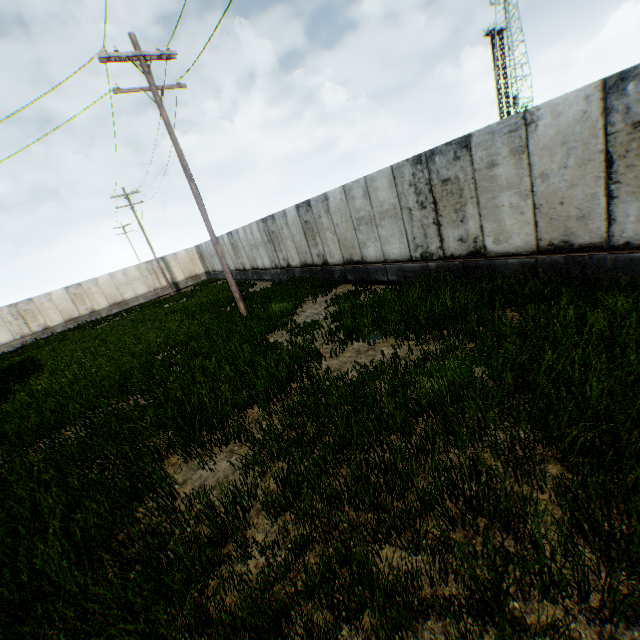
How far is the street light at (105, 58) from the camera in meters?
10.0 m

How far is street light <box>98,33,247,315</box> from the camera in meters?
10.0

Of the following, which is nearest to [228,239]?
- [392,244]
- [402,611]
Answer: [392,244]
